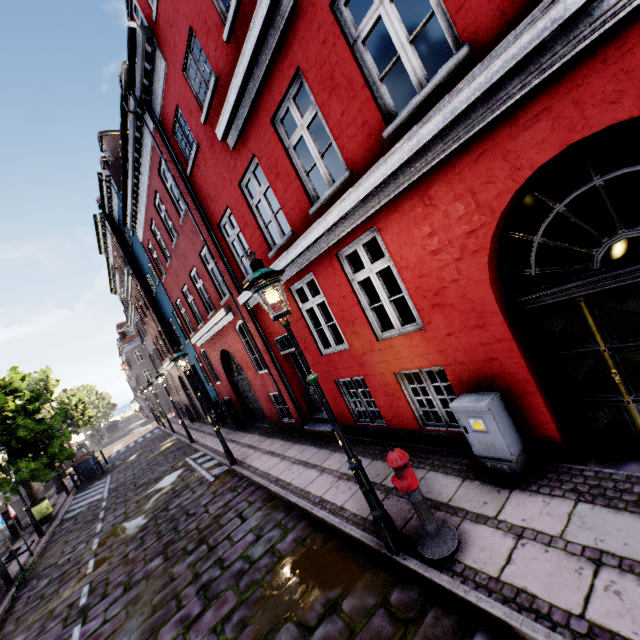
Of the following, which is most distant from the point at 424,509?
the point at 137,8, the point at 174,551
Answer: the point at 137,8

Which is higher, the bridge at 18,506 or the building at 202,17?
the building at 202,17

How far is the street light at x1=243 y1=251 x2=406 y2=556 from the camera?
3.7 meters

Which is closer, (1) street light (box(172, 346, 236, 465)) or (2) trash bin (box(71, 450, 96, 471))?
(1) street light (box(172, 346, 236, 465))

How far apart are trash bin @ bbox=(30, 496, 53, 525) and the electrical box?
18.1 meters

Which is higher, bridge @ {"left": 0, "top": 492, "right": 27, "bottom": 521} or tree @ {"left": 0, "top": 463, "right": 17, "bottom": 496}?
tree @ {"left": 0, "top": 463, "right": 17, "bottom": 496}

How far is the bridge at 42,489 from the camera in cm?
2916

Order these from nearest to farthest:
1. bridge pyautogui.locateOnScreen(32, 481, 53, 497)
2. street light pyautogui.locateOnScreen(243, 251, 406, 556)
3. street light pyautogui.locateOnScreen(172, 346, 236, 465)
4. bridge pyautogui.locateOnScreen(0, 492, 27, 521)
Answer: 1. street light pyautogui.locateOnScreen(243, 251, 406, 556)
2. street light pyautogui.locateOnScreen(172, 346, 236, 465)
3. bridge pyautogui.locateOnScreen(0, 492, 27, 521)
4. bridge pyautogui.locateOnScreen(32, 481, 53, 497)
